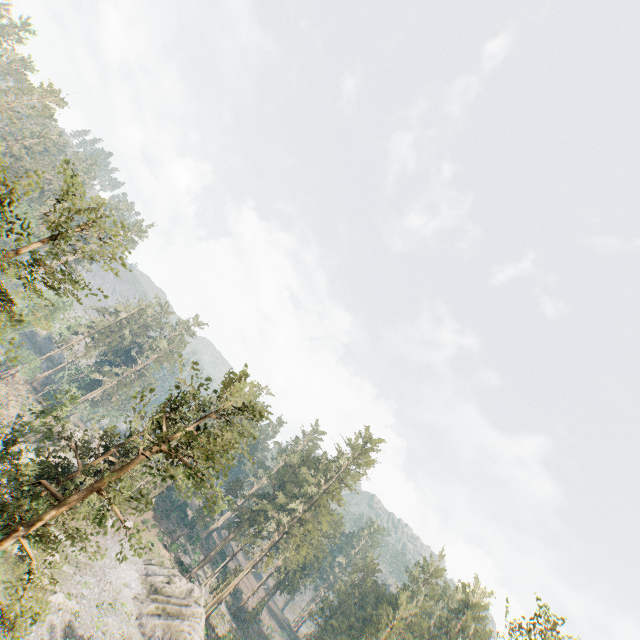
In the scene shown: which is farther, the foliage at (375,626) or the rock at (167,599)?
the foliage at (375,626)

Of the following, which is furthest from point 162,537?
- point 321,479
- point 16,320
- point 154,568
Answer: point 16,320

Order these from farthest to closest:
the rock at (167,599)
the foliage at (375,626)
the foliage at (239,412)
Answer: the foliage at (375,626) → the rock at (167,599) → the foliage at (239,412)

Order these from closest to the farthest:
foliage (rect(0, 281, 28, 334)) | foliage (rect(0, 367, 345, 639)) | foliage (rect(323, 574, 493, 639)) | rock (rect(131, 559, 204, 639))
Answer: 1. foliage (rect(0, 281, 28, 334))
2. foliage (rect(0, 367, 345, 639))
3. rock (rect(131, 559, 204, 639))
4. foliage (rect(323, 574, 493, 639))

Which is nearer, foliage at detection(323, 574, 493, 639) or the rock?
the rock

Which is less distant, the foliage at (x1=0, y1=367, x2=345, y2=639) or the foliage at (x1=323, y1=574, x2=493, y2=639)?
the foliage at (x1=0, y1=367, x2=345, y2=639)
